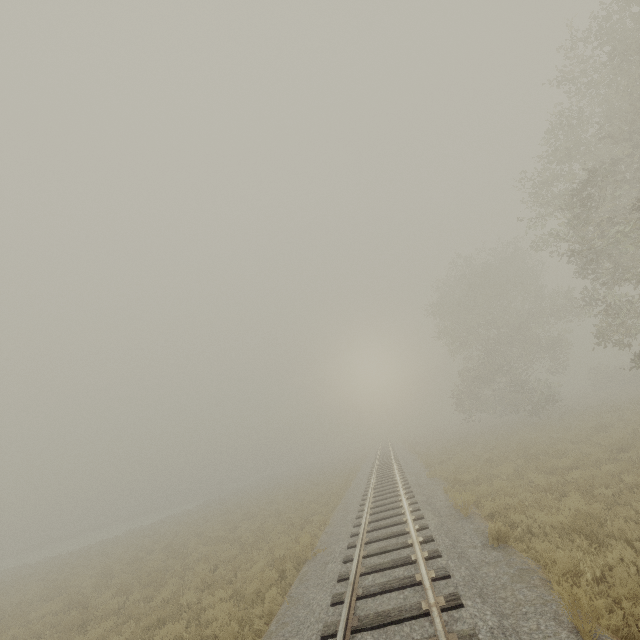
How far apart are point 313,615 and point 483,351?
26.8 meters
